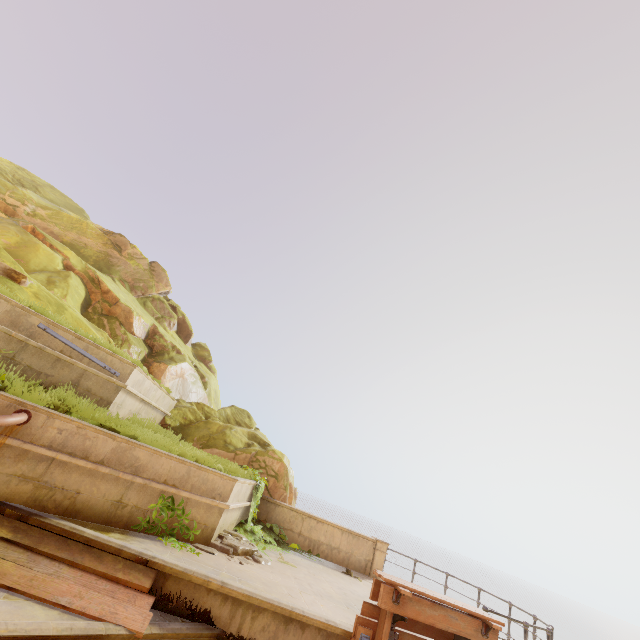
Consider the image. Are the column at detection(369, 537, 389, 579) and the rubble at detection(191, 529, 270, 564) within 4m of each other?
no

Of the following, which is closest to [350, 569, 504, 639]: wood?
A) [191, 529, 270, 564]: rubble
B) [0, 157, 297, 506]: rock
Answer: [191, 529, 270, 564]: rubble

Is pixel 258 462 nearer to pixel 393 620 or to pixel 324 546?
pixel 324 546

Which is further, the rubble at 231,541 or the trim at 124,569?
the rubble at 231,541

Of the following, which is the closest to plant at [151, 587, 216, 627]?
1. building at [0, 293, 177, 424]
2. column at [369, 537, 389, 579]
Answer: building at [0, 293, 177, 424]

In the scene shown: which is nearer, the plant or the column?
the plant

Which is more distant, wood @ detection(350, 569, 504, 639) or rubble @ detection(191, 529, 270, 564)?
rubble @ detection(191, 529, 270, 564)

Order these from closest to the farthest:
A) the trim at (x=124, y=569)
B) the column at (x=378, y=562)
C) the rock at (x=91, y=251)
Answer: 1. the trim at (x=124, y=569)
2. the column at (x=378, y=562)
3. the rock at (x=91, y=251)
